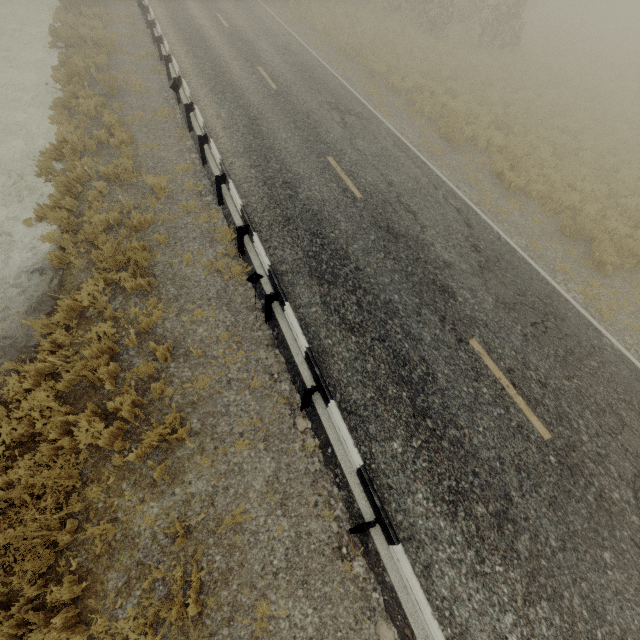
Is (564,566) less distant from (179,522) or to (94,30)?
(179,522)
